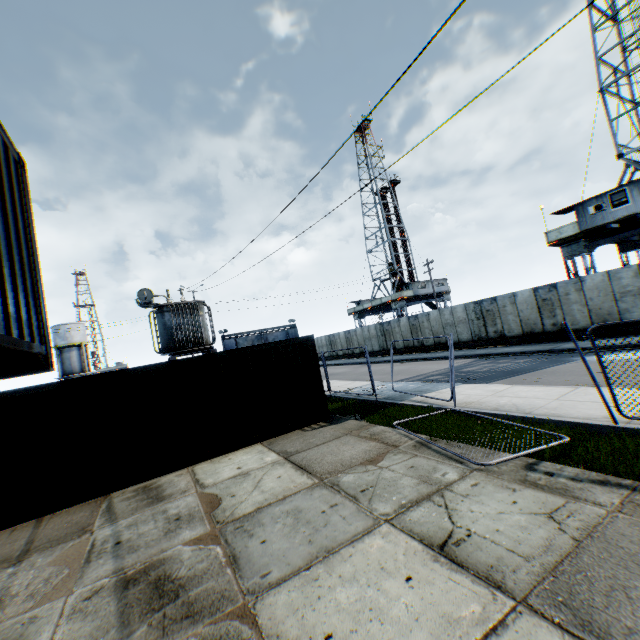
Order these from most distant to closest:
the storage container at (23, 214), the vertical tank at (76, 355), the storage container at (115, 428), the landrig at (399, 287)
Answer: the vertical tank at (76, 355) < the landrig at (399, 287) < the storage container at (115, 428) < the storage container at (23, 214)

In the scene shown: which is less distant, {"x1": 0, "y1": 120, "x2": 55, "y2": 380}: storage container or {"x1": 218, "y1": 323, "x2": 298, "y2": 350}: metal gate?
{"x1": 0, "y1": 120, "x2": 55, "y2": 380}: storage container

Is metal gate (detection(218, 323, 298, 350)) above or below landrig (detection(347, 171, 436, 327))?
below

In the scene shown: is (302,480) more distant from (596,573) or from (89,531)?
(596,573)

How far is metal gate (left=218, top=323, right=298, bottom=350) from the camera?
43.3m

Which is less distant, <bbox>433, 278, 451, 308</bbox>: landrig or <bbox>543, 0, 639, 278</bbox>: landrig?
<bbox>543, 0, 639, 278</bbox>: landrig

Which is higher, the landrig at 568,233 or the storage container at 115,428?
the landrig at 568,233

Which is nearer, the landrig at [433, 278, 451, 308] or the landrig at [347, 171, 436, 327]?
the landrig at [347, 171, 436, 327]
